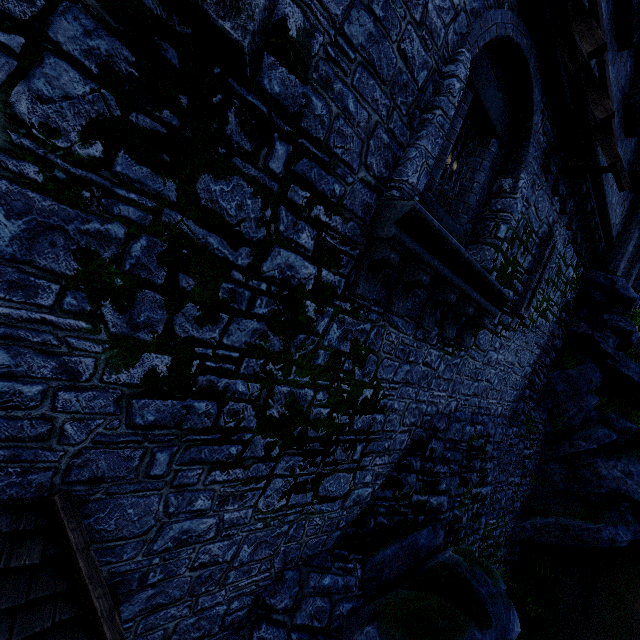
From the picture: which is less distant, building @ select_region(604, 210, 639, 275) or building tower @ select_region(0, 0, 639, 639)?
building tower @ select_region(0, 0, 639, 639)

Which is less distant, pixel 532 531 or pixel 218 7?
pixel 218 7

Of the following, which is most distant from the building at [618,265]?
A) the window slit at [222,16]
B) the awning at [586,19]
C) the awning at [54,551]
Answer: the awning at [54,551]

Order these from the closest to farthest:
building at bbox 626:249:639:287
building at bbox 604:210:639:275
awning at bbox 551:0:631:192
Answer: awning at bbox 551:0:631:192 < building at bbox 604:210:639:275 < building at bbox 626:249:639:287

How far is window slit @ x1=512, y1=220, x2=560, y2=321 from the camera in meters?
8.5 m

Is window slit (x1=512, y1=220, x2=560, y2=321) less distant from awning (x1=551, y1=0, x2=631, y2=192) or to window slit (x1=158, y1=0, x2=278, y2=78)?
awning (x1=551, y1=0, x2=631, y2=192)

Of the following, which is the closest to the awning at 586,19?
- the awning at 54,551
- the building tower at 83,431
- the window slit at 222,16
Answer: the building tower at 83,431

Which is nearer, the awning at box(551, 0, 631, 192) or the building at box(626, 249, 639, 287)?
the awning at box(551, 0, 631, 192)
